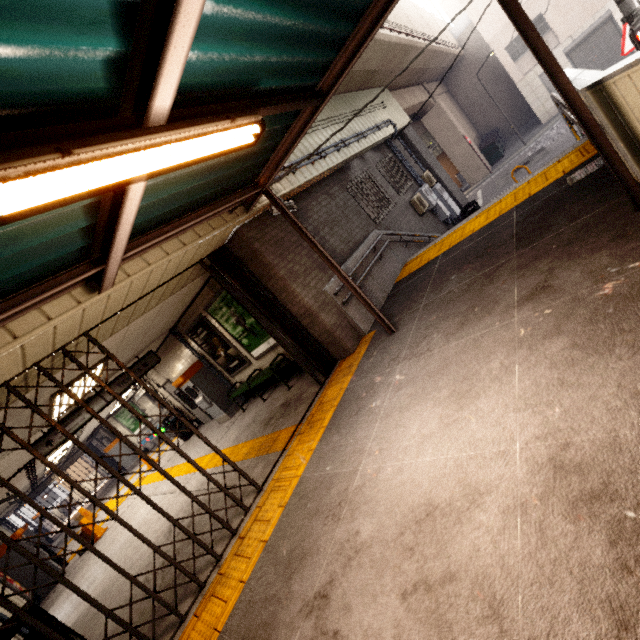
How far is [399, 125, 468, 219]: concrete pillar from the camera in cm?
1302

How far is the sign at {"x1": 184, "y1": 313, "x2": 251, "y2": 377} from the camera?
8.10m

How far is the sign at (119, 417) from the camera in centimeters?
1827cm

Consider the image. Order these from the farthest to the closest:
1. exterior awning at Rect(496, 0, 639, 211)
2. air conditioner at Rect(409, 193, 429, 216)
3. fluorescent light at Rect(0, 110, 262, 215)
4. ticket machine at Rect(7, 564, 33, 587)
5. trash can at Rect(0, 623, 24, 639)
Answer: air conditioner at Rect(409, 193, 429, 216) < ticket machine at Rect(7, 564, 33, 587) < trash can at Rect(0, 623, 24, 639) < exterior awning at Rect(496, 0, 639, 211) < fluorescent light at Rect(0, 110, 262, 215)

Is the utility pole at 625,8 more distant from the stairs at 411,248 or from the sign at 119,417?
the sign at 119,417

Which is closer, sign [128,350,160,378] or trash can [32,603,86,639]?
trash can [32,603,86,639]

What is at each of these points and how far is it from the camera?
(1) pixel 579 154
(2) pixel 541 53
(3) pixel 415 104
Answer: (1) groundtactileadastrip, 5.3 meters
(2) exterior awning, 2.8 meters
(3) concrete pillar, 17.0 meters

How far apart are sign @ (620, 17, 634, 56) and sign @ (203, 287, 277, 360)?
11.24m
